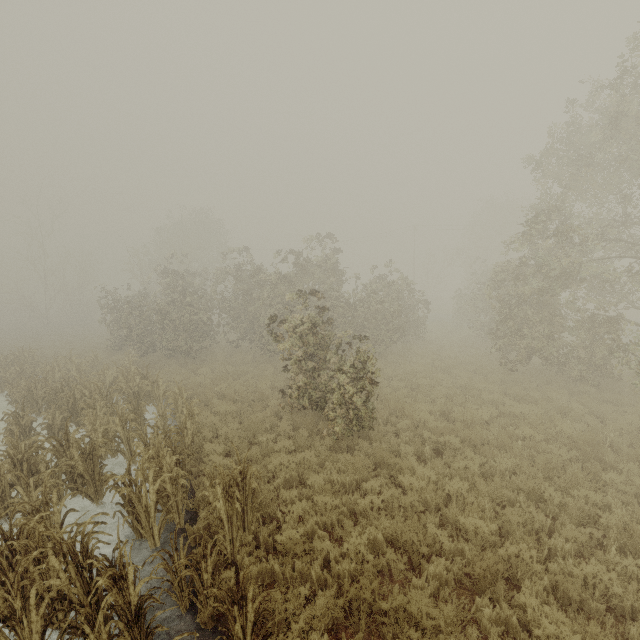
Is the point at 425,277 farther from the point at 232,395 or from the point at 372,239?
the point at 232,395
